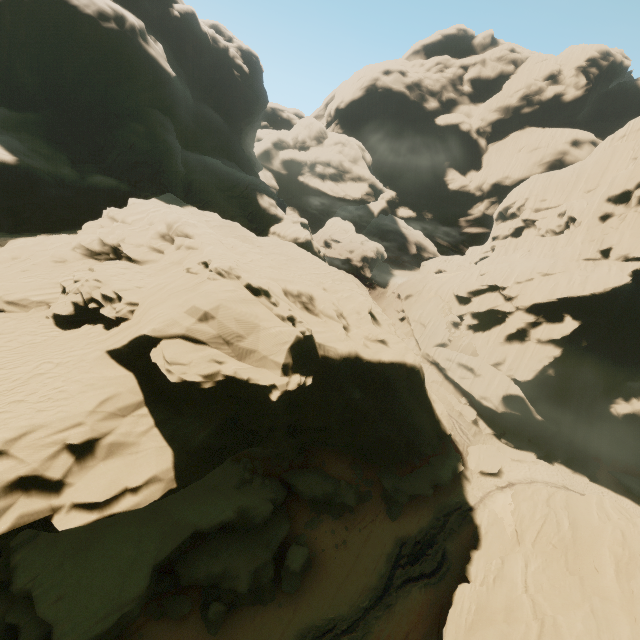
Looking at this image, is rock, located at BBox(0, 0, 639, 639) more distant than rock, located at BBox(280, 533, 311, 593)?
No

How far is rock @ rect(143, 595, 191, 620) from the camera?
19.16m

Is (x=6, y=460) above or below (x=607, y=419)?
above

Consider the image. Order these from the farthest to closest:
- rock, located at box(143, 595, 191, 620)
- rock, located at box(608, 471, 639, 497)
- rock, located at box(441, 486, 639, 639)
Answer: rock, located at box(608, 471, 639, 497) < rock, located at box(143, 595, 191, 620) < rock, located at box(441, 486, 639, 639)

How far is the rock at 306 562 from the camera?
21.36m

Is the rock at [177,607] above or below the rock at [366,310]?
below
